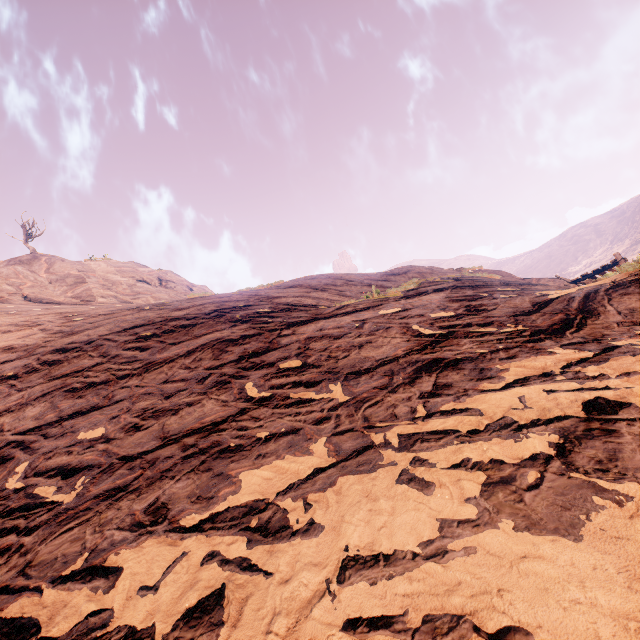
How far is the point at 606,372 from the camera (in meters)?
2.96
